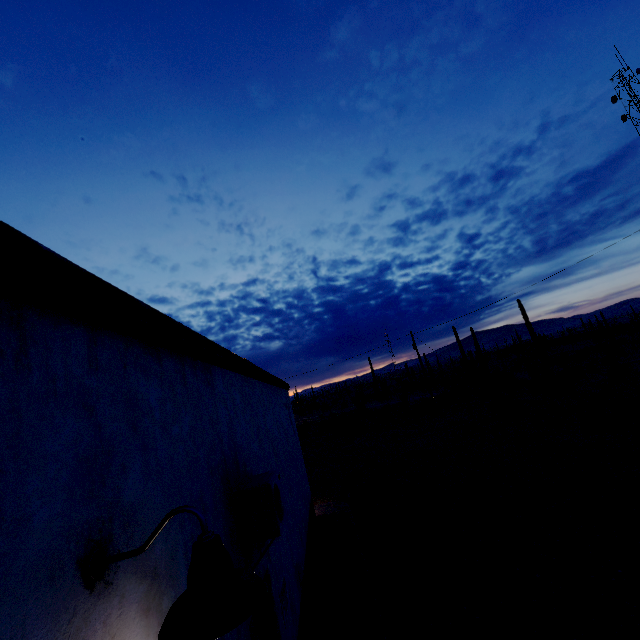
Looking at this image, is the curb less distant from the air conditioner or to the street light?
the air conditioner

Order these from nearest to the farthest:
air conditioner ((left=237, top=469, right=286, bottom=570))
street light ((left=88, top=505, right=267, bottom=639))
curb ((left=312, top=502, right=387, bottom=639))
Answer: street light ((left=88, top=505, right=267, bottom=639)) < air conditioner ((left=237, top=469, right=286, bottom=570)) < curb ((left=312, top=502, right=387, bottom=639))

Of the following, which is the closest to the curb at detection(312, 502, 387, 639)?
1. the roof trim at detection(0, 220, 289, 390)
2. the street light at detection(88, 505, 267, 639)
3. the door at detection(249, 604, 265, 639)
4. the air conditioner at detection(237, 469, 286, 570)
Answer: the door at detection(249, 604, 265, 639)

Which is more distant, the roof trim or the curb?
the curb

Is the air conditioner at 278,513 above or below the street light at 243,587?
below

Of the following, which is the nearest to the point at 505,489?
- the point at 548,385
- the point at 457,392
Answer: the point at 548,385

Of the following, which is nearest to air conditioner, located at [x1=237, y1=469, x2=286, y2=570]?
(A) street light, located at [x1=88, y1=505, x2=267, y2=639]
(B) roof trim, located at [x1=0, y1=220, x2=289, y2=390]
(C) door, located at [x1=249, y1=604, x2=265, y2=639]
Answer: (C) door, located at [x1=249, y1=604, x2=265, y2=639]

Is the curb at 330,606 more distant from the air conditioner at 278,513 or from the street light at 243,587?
the street light at 243,587
